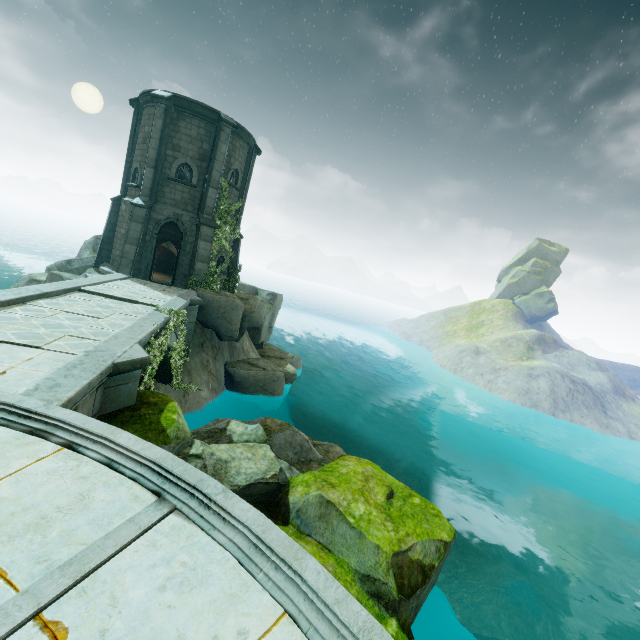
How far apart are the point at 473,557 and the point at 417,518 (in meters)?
16.02

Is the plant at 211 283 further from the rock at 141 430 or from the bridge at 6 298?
the rock at 141 430

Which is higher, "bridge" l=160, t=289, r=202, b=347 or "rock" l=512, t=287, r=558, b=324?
"rock" l=512, t=287, r=558, b=324

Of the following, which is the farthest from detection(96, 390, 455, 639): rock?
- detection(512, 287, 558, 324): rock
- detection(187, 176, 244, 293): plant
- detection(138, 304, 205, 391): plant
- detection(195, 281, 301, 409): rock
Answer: detection(512, 287, 558, 324): rock

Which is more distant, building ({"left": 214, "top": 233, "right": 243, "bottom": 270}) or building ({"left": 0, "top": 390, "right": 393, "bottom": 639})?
building ({"left": 214, "top": 233, "right": 243, "bottom": 270})

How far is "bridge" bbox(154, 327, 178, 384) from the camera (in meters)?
12.82

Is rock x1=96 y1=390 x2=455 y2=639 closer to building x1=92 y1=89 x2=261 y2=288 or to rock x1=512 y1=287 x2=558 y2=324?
building x1=92 y1=89 x2=261 y2=288

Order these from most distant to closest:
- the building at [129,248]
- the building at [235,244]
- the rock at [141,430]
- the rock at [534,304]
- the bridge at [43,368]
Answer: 1. the rock at [534,304]
2. the building at [235,244]
3. the building at [129,248]
4. the rock at [141,430]
5. the bridge at [43,368]
